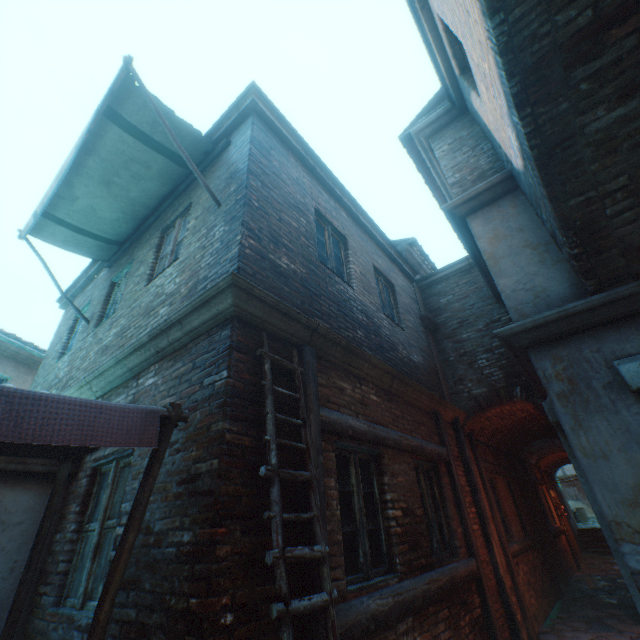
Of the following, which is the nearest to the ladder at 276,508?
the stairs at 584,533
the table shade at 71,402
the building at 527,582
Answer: the table shade at 71,402

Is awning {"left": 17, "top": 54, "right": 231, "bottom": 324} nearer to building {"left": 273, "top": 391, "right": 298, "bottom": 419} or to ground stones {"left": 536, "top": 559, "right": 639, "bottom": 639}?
building {"left": 273, "top": 391, "right": 298, "bottom": 419}

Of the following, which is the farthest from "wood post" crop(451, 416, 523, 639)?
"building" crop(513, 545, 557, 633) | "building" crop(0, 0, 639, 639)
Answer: "building" crop(513, 545, 557, 633)

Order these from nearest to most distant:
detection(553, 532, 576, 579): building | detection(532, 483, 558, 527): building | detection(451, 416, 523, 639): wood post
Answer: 1. detection(451, 416, 523, 639): wood post
2. detection(553, 532, 576, 579): building
3. detection(532, 483, 558, 527): building

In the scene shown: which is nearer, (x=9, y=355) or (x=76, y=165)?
(x=76, y=165)

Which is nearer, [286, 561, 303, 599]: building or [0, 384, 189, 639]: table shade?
[0, 384, 189, 639]: table shade

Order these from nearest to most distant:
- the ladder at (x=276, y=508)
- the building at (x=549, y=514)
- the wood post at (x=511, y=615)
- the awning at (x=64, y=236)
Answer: the ladder at (x=276, y=508)
the awning at (x=64, y=236)
the wood post at (x=511, y=615)
the building at (x=549, y=514)

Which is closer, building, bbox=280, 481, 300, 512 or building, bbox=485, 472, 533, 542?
building, bbox=280, 481, 300, 512
